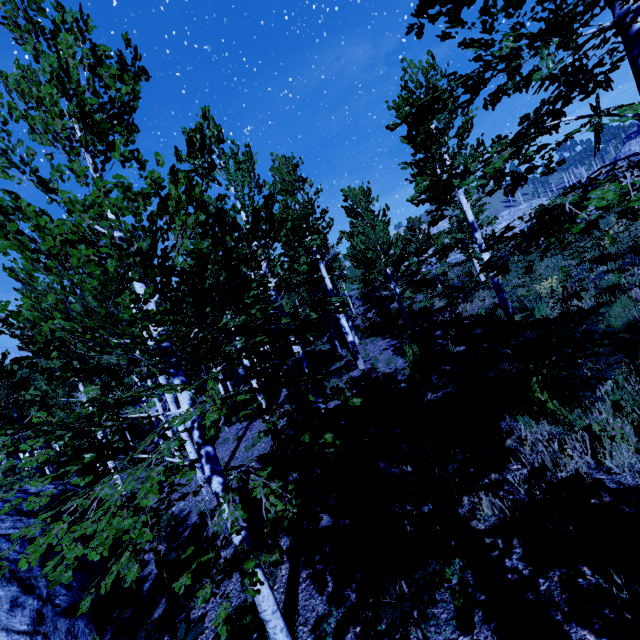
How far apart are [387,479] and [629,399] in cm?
396

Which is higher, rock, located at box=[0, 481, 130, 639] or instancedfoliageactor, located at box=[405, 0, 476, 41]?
instancedfoliageactor, located at box=[405, 0, 476, 41]

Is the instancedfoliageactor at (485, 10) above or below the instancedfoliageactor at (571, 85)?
above

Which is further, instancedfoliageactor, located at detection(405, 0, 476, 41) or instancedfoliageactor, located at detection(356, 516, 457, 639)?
instancedfoliageactor, located at detection(405, 0, 476, 41)

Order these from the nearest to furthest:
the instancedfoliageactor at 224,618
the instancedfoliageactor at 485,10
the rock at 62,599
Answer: the instancedfoliageactor at 224,618
the instancedfoliageactor at 485,10
the rock at 62,599

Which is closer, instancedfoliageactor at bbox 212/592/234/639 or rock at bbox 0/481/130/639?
instancedfoliageactor at bbox 212/592/234/639
